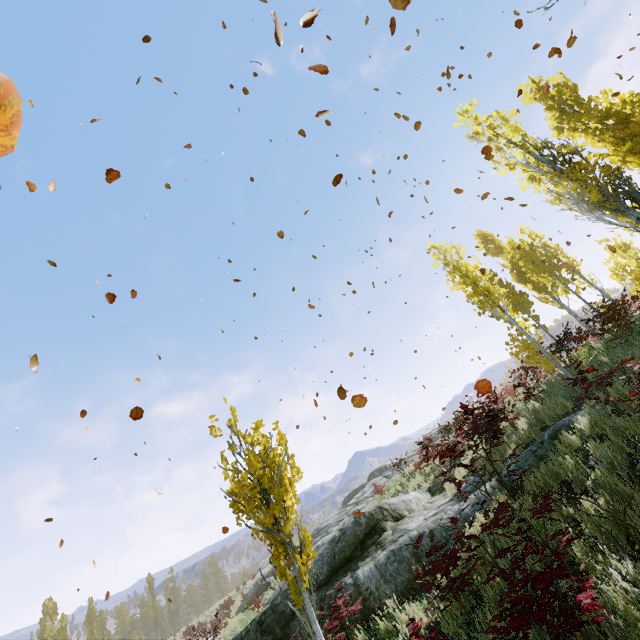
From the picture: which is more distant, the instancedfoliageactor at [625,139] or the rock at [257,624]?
the instancedfoliageactor at [625,139]

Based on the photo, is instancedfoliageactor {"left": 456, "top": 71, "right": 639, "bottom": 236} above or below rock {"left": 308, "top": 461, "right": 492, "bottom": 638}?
above

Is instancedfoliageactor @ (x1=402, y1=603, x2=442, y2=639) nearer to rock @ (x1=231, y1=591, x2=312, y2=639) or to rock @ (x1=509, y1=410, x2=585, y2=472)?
rock @ (x1=509, y1=410, x2=585, y2=472)

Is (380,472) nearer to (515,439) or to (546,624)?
(515,439)

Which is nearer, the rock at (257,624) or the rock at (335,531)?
the rock at (335,531)

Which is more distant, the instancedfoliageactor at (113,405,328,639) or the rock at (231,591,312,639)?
the rock at (231,591,312,639)

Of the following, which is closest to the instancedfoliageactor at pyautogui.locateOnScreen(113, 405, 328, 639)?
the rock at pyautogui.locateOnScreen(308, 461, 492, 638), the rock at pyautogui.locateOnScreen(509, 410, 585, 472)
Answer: the rock at pyautogui.locateOnScreen(509, 410, 585, 472)
